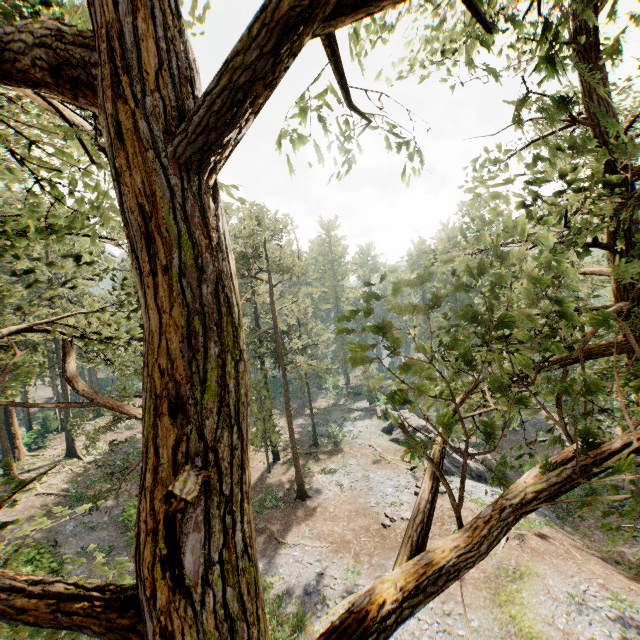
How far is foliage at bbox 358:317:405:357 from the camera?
2.2 meters

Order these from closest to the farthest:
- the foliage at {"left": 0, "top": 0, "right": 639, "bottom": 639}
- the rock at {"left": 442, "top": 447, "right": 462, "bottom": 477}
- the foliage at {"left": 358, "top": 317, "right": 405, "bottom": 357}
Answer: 1. the foliage at {"left": 0, "top": 0, "right": 639, "bottom": 639}
2. the foliage at {"left": 358, "top": 317, "right": 405, "bottom": 357}
3. the rock at {"left": 442, "top": 447, "right": 462, "bottom": 477}

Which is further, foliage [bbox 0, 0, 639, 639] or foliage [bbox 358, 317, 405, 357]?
foliage [bbox 358, 317, 405, 357]

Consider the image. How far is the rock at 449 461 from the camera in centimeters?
3125cm

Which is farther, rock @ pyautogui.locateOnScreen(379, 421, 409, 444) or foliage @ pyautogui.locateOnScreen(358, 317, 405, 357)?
rock @ pyautogui.locateOnScreen(379, 421, 409, 444)

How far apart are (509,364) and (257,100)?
3.7m
